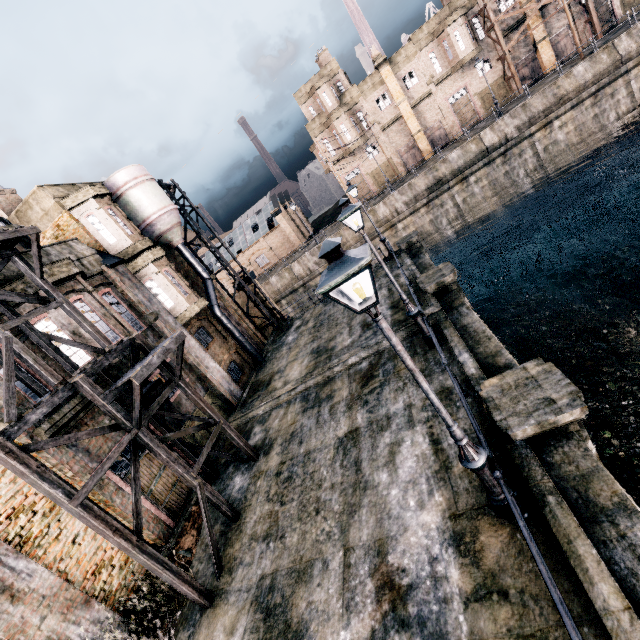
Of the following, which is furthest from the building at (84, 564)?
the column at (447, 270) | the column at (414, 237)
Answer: the column at (414, 237)

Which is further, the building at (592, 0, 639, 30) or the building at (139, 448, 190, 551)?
the building at (592, 0, 639, 30)

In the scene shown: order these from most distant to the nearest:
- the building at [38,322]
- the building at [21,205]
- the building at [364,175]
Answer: the building at [364,175] < the building at [21,205] < the building at [38,322]

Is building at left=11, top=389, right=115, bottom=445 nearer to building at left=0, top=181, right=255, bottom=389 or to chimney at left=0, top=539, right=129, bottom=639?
chimney at left=0, top=539, right=129, bottom=639

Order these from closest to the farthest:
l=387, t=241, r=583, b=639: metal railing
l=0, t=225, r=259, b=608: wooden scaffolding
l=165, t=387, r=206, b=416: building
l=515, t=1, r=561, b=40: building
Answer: l=387, t=241, r=583, b=639: metal railing
l=0, t=225, r=259, b=608: wooden scaffolding
l=165, t=387, r=206, b=416: building
l=515, t=1, r=561, b=40: building

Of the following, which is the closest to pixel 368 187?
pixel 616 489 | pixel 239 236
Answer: pixel 239 236

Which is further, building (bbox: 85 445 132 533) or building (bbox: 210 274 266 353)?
building (bbox: 210 274 266 353)

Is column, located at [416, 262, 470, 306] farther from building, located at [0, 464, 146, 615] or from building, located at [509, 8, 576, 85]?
building, located at [509, 8, 576, 85]
